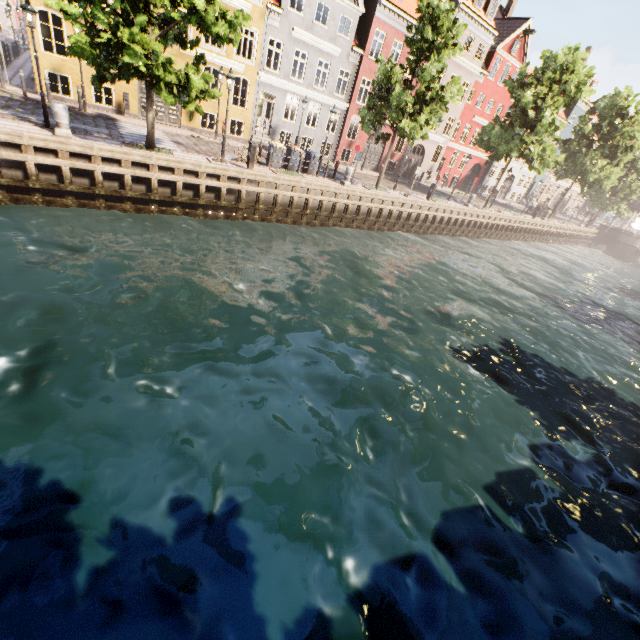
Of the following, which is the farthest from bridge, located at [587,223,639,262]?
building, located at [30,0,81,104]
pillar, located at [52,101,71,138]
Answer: pillar, located at [52,101,71,138]

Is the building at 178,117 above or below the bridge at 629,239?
above

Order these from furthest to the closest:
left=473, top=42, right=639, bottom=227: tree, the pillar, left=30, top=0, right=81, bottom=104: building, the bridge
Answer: the bridge
left=473, top=42, right=639, bottom=227: tree
left=30, top=0, right=81, bottom=104: building
the pillar

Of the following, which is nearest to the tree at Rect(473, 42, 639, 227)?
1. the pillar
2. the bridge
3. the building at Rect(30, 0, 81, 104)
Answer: the bridge

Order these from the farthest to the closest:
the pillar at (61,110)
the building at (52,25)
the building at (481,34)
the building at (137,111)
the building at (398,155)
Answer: the building at (398,155)
the building at (481,34)
the building at (137,111)
the building at (52,25)
the pillar at (61,110)

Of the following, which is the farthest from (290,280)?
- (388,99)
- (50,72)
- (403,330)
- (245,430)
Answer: (50,72)

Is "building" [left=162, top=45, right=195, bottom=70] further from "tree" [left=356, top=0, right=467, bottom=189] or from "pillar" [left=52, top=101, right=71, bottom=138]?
"pillar" [left=52, top=101, right=71, bottom=138]

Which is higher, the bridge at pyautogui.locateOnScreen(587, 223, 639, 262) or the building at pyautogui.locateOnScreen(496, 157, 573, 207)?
the building at pyautogui.locateOnScreen(496, 157, 573, 207)
